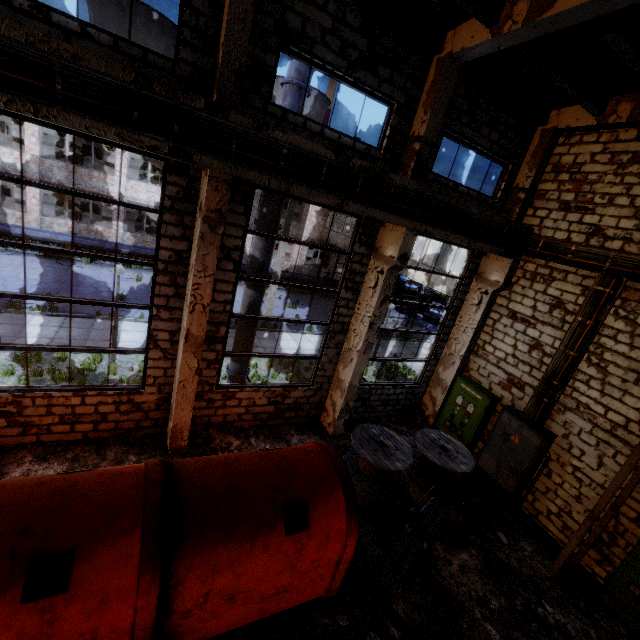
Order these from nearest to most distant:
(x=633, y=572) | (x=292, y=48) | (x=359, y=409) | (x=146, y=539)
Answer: (x=146, y=539) < (x=292, y=48) < (x=633, y=572) < (x=359, y=409)

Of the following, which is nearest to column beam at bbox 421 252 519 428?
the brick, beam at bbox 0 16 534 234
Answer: the brick

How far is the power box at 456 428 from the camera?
10.0m

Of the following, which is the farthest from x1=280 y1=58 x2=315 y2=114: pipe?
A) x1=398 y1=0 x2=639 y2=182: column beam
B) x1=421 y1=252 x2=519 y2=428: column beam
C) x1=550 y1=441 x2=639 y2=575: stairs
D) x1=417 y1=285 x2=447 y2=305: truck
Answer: x1=417 y1=285 x2=447 y2=305: truck

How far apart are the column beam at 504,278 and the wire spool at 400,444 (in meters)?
3.82

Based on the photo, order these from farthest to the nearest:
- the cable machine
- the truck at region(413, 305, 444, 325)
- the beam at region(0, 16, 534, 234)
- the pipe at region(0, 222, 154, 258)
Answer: the truck at region(413, 305, 444, 325) → the pipe at region(0, 222, 154, 258) → the beam at region(0, 16, 534, 234) → the cable machine

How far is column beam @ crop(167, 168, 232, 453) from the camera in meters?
5.7

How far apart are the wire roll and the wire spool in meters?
1.9 m
